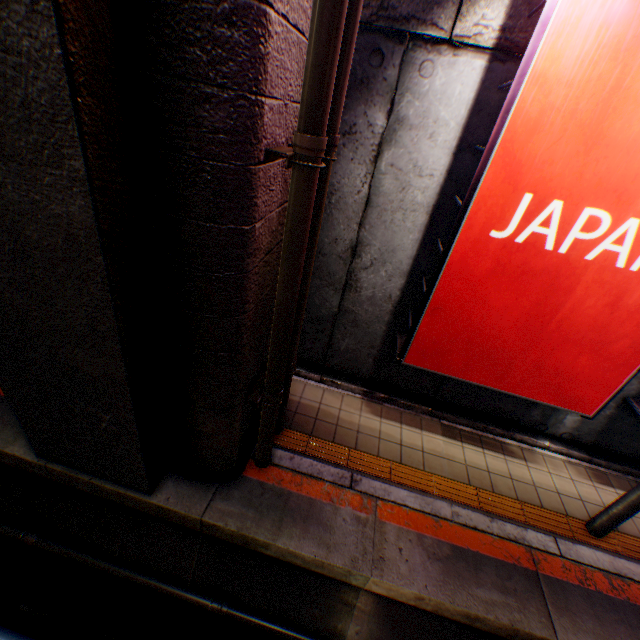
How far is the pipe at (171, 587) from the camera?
3.8 meters

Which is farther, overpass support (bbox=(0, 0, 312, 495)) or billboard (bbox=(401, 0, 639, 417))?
billboard (bbox=(401, 0, 639, 417))

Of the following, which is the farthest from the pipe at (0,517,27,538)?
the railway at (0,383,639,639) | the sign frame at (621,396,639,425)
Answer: the sign frame at (621,396,639,425)

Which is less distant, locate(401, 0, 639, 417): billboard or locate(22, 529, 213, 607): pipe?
locate(401, 0, 639, 417): billboard

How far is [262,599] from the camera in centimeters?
393cm

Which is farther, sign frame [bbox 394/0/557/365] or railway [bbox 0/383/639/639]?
railway [bbox 0/383/639/639]

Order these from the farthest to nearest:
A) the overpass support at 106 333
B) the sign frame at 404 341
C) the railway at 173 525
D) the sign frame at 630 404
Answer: the sign frame at 630 404 < the railway at 173 525 < the sign frame at 404 341 < the overpass support at 106 333

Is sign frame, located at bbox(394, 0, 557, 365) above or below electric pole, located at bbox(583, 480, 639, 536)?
above
